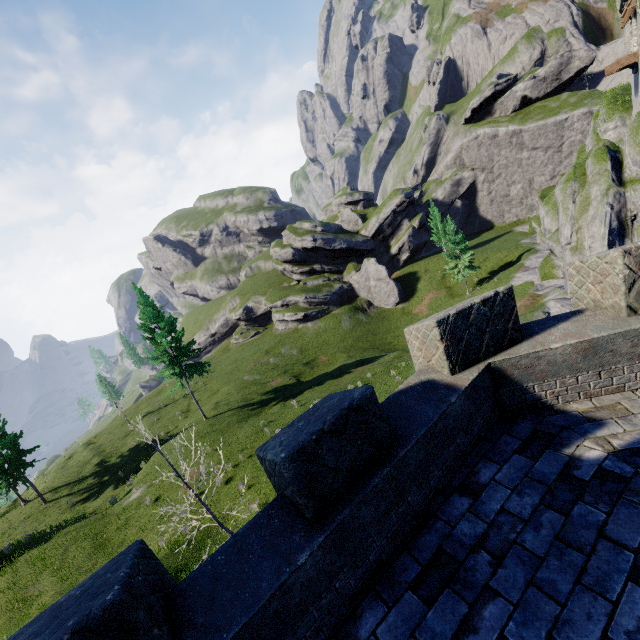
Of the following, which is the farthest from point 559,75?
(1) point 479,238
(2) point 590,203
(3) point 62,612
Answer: (3) point 62,612
